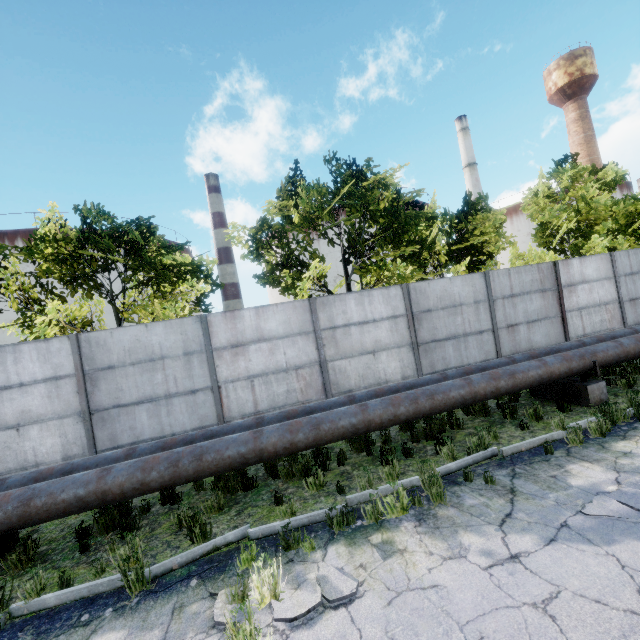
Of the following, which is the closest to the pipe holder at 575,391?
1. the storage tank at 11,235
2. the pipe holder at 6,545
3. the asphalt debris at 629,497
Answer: the asphalt debris at 629,497

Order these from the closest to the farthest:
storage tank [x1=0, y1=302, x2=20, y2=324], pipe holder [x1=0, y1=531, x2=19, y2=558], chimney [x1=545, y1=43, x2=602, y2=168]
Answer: pipe holder [x1=0, y1=531, x2=19, y2=558], chimney [x1=545, y1=43, x2=602, y2=168], storage tank [x1=0, y1=302, x2=20, y2=324]

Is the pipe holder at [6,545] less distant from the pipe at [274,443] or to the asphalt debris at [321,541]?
the pipe at [274,443]

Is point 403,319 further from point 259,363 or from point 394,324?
point 259,363

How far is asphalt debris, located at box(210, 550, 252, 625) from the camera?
3.4 meters

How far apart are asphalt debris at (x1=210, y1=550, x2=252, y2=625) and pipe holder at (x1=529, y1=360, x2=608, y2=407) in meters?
6.8 m

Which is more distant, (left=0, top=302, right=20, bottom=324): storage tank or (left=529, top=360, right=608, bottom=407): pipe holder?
(left=0, top=302, right=20, bottom=324): storage tank
